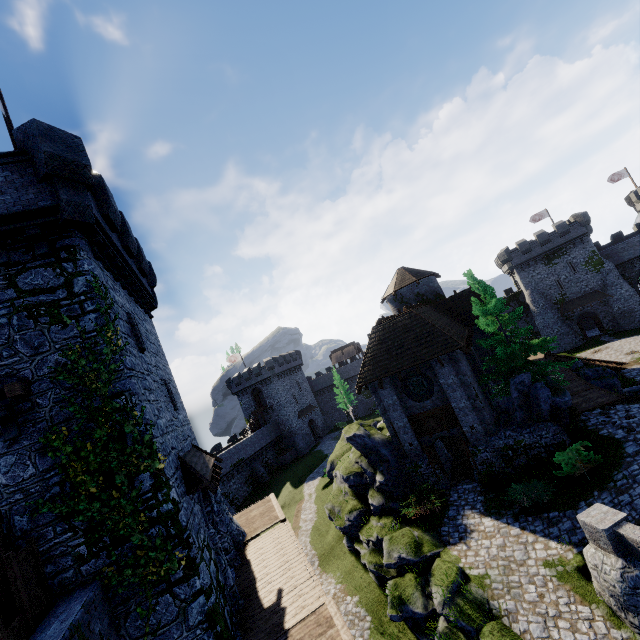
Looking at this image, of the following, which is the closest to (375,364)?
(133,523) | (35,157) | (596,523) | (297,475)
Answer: (596,523)

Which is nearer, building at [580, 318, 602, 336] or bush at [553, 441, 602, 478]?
bush at [553, 441, 602, 478]

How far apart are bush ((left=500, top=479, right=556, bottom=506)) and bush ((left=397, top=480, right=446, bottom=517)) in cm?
259

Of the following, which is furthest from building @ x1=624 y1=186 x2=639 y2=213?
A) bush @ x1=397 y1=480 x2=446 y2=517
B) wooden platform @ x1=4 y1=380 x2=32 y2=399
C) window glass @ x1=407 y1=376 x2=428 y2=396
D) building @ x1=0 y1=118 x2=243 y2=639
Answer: wooden platform @ x1=4 y1=380 x2=32 y2=399

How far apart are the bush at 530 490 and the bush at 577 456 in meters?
0.6

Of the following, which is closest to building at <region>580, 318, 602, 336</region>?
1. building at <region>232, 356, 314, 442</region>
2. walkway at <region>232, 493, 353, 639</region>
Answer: building at <region>232, 356, 314, 442</region>

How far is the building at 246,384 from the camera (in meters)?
56.09

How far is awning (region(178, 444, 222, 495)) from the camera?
11.0m
